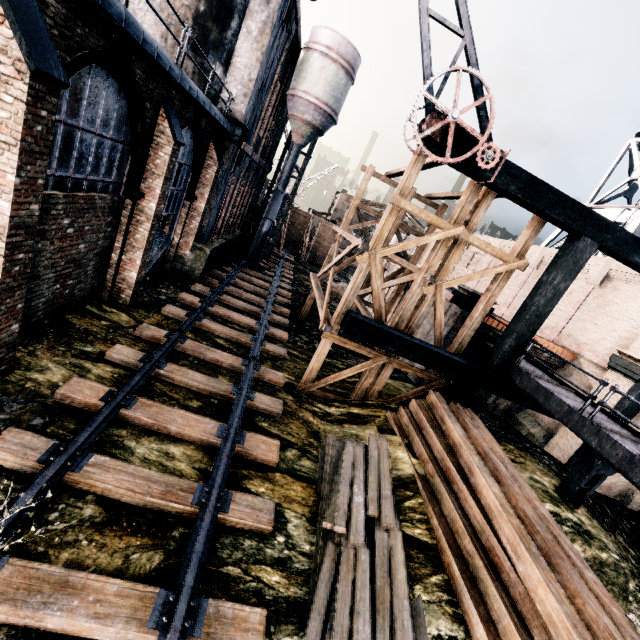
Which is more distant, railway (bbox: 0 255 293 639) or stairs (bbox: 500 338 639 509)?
stairs (bbox: 500 338 639 509)

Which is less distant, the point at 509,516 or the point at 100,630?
the point at 100,630

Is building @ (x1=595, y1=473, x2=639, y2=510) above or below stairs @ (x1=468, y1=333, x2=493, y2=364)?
below

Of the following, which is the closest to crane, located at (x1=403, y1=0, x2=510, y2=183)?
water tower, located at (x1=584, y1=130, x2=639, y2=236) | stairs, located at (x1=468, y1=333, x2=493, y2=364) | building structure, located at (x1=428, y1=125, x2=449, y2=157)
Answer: building structure, located at (x1=428, y1=125, x2=449, y2=157)

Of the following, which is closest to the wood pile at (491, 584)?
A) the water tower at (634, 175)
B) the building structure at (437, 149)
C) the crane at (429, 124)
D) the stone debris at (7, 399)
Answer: the building structure at (437, 149)

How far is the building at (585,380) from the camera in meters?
14.8

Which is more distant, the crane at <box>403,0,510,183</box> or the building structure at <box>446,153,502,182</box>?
the building structure at <box>446,153,502,182</box>

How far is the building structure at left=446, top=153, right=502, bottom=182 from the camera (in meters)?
9.16
